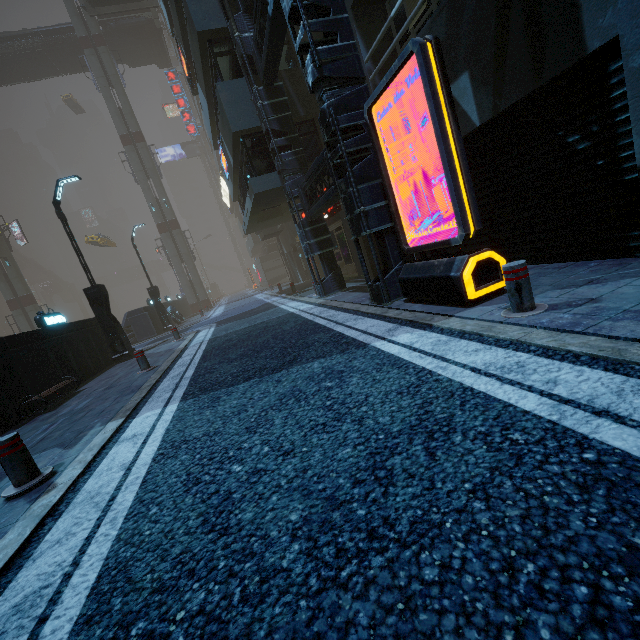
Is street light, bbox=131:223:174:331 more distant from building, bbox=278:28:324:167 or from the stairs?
the stairs

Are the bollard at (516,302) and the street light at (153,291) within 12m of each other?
no

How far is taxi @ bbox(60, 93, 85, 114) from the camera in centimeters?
4825cm

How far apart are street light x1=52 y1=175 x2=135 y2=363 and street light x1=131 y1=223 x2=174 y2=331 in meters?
8.2

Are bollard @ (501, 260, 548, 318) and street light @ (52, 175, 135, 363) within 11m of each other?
no

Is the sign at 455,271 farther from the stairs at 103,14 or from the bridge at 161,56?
the bridge at 161,56

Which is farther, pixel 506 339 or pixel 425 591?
pixel 506 339

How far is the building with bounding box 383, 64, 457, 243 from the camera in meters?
6.5
